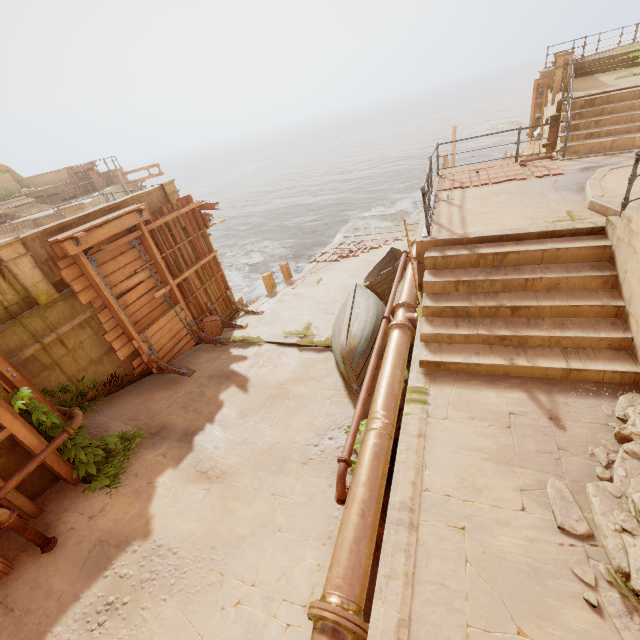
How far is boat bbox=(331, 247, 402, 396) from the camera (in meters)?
7.71

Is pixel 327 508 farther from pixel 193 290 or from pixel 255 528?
pixel 193 290

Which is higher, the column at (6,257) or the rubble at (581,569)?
the column at (6,257)

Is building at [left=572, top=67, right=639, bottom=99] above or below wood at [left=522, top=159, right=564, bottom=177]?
above

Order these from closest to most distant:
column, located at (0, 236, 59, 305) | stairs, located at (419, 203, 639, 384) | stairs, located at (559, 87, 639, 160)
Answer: stairs, located at (419, 203, 639, 384) < column, located at (0, 236, 59, 305) < stairs, located at (559, 87, 639, 160)

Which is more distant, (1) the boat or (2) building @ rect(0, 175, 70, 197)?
(2) building @ rect(0, 175, 70, 197)

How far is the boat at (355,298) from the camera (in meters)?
7.71

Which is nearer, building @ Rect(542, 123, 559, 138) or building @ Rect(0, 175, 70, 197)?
building @ Rect(542, 123, 559, 138)
